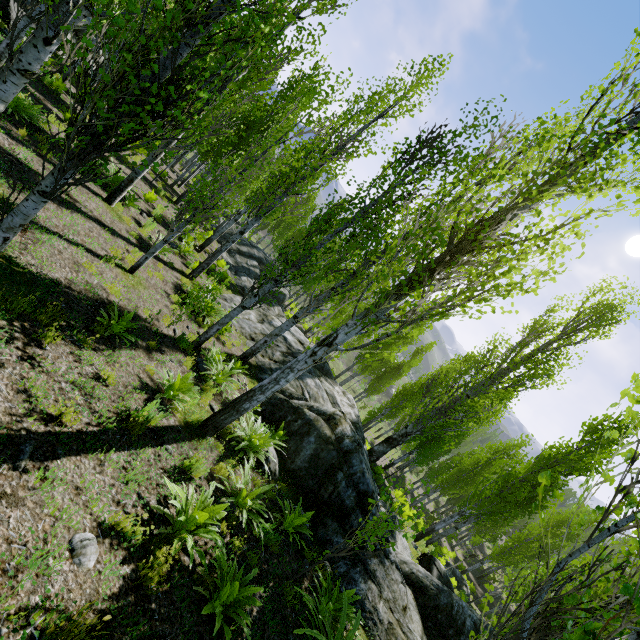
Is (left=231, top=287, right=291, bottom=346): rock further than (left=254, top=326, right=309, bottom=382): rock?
Yes

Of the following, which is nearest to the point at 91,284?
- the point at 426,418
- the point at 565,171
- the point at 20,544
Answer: the point at 20,544

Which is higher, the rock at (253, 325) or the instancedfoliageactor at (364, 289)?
the instancedfoliageactor at (364, 289)

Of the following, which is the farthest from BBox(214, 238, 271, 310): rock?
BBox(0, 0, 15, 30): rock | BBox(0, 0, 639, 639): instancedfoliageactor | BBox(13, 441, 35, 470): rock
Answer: BBox(0, 0, 15, 30): rock

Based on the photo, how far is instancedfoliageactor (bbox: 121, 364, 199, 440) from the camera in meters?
4.7

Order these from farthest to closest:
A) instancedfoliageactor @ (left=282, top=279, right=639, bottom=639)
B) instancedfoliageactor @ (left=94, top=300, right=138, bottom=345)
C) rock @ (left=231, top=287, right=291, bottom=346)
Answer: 1. rock @ (left=231, top=287, right=291, bottom=346)
2. instancedfoliageactor @ (left=94, top=300, right=138, bottom=345)
3. instancedfoliageactor @ (left=282, top=279, right=639, bottom=639)

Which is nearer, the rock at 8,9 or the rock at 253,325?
the rock at 8,9
